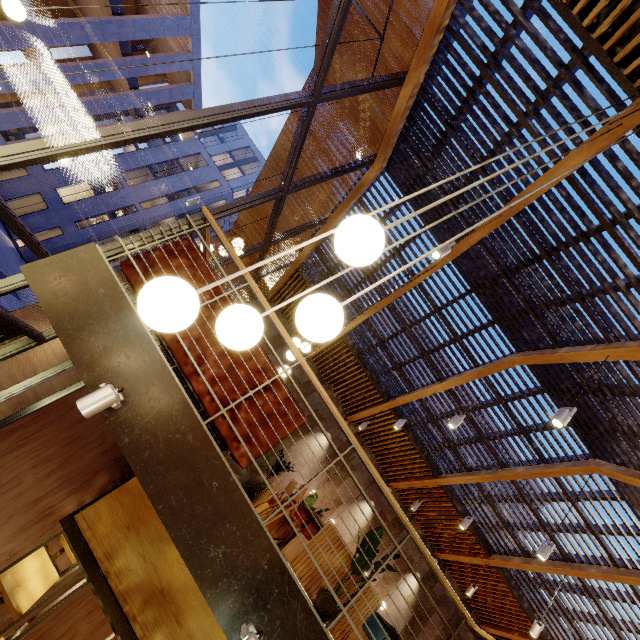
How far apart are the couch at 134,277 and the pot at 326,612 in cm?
203

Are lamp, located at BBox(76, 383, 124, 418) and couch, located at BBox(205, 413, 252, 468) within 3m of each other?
yes

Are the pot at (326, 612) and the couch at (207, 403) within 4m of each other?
yes

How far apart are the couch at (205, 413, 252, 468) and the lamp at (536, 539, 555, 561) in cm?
554

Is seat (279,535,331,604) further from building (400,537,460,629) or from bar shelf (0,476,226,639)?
bar shelf (0,476,226,639)

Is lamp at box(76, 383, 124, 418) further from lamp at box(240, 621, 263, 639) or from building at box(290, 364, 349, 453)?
lamp at box(240, 621, 263, 639)

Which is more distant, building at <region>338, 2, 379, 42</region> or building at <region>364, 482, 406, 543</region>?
building at <region>364, 482, 406, 543</region>

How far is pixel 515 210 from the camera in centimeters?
492cm
